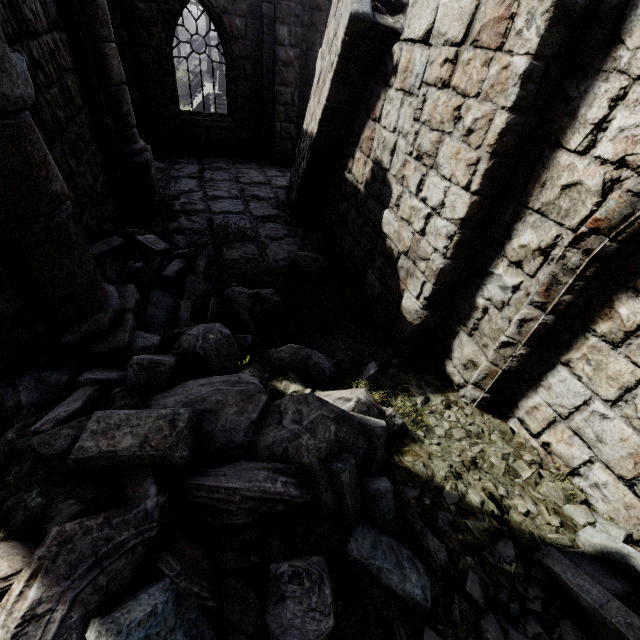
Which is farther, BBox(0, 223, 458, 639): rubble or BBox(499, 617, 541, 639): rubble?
BBox(499, 617, 541, 639): rubble

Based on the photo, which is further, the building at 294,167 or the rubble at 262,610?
the building at 294,167

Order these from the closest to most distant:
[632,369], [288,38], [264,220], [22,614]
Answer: [22,614]
[632,369]
[264,220]
[288,38]

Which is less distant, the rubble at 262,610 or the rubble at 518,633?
the rubble at 262,610

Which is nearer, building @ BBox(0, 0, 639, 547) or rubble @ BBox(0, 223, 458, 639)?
rubble @ BBox(0, 223, 458, 639)
